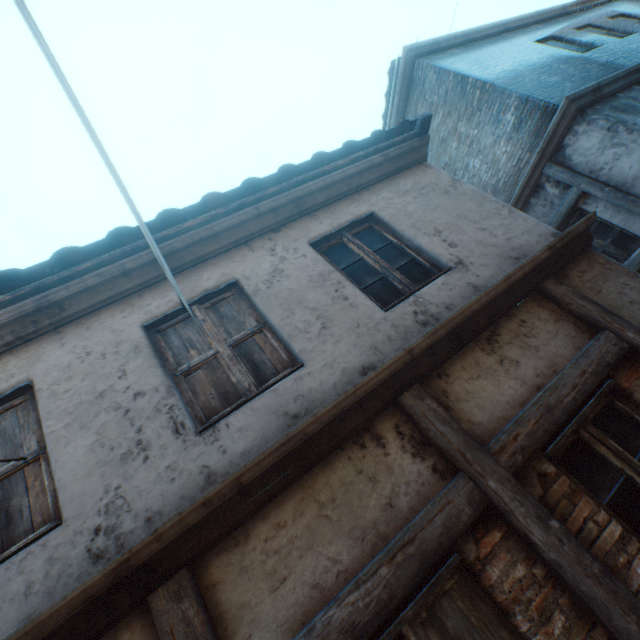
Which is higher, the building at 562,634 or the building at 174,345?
the building at 174,345

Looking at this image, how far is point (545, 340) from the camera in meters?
2.9

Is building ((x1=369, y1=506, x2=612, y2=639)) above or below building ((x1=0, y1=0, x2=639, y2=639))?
Answer: below
